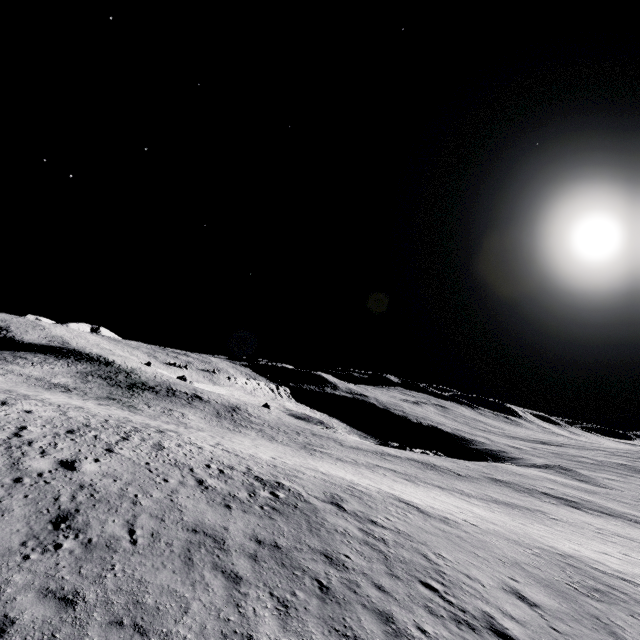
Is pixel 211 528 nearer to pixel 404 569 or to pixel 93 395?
pixel 404 569
